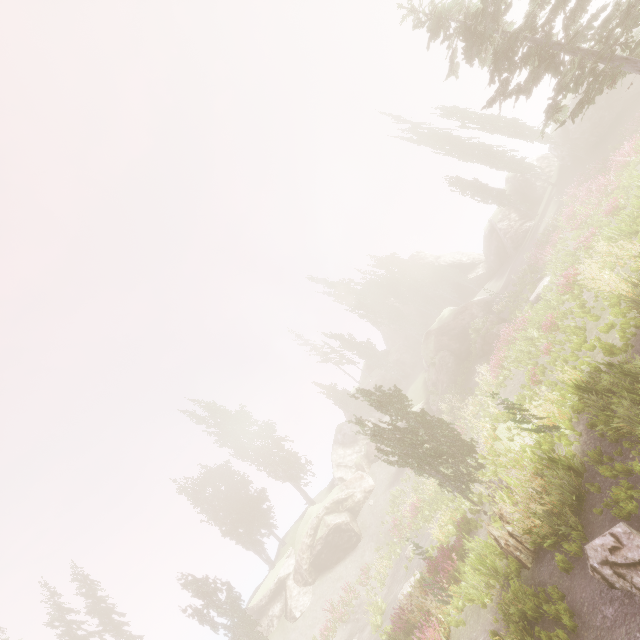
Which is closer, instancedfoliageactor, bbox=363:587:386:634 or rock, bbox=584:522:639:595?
rock, bbox=584:522:639:595

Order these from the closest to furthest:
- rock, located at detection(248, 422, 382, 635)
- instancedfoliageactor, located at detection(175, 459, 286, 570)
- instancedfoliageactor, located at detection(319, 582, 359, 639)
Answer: instancedfoliageactor, located at detection(319, 582, 359, 639) < rock, located at detection(248, 422, 382, 635) < instancedfoliageactor, located at detection(175, 459, 286, 570)

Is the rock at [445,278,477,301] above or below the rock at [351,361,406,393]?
below

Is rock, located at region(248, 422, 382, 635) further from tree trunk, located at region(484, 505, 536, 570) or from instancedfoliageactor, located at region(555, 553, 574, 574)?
tree trunk, located at region(484, 505, 536, 570)

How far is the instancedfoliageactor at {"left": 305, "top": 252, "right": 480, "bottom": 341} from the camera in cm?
4734

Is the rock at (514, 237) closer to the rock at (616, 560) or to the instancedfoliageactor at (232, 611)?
the instancedfoliageactor at (232, 611)

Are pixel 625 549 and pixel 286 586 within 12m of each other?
no

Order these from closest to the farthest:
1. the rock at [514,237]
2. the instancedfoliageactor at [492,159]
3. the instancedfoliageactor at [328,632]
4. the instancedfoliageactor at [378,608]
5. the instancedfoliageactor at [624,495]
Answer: the instancedfoliageactor at [624,495] < the instancedfoliageactor at [378,608] < the instancedfoliageactor at [328,632] < the instancedfoliageactor at [492,159] < the rock at [514,237]
